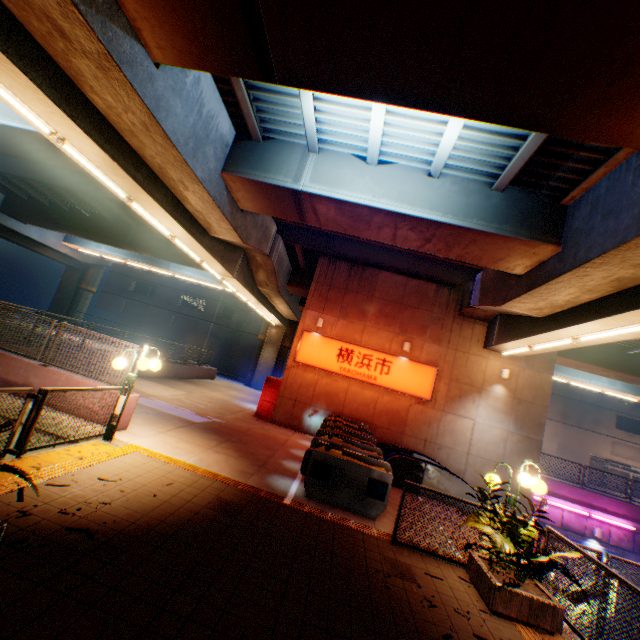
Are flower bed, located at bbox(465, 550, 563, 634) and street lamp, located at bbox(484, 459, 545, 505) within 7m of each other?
yes

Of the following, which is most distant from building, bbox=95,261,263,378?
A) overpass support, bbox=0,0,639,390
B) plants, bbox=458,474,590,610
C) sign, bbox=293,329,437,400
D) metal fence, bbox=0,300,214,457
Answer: plants, bbox=458,474,590,610

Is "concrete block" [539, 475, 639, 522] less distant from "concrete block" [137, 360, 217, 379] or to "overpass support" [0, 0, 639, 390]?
"overpass support" [0, 0, 639, 390]

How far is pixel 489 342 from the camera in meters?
14.8

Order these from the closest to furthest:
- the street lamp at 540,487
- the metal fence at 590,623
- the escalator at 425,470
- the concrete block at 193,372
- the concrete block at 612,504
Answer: the metal fence at 590,623, the street lamp at 540,487, the escalator at 425,470, the concrete block at 612,504, the concrete block at 193,372

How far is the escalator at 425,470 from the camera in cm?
1038

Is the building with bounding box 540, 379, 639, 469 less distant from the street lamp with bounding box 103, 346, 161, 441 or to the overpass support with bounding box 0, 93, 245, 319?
the overpass support with bounding box 0, 93, 245, 319

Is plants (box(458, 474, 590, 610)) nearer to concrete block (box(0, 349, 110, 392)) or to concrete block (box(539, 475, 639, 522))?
concrete block (box(0, 349, 110, 392))
